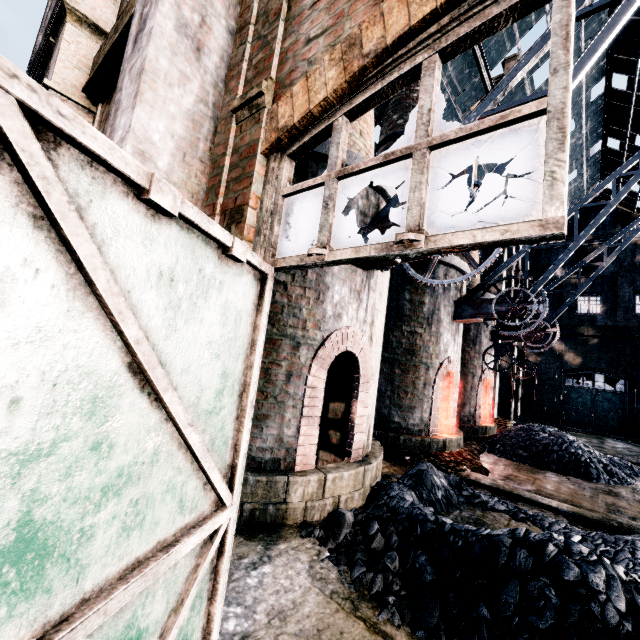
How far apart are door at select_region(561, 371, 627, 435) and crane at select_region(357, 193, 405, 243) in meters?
30.7 m

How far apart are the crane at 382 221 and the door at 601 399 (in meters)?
30.71

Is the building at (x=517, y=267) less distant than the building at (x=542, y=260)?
Yes

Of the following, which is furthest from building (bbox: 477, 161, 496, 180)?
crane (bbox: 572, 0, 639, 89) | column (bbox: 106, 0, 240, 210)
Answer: crane (bbox: 572, 0, 639, 89)

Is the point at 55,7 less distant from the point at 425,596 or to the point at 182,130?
the point at 182,130

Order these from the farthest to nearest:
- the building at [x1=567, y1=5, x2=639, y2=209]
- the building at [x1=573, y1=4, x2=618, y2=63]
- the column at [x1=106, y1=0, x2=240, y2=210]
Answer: the building at [x1=567, y1=5, x2=639, y2=209]
the building at [x1=573, y1=4, x2=618, y2=63]
the column at [x1=106, y1=0, x2=240, y2=210]

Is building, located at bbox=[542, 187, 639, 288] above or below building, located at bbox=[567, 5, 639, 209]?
below
